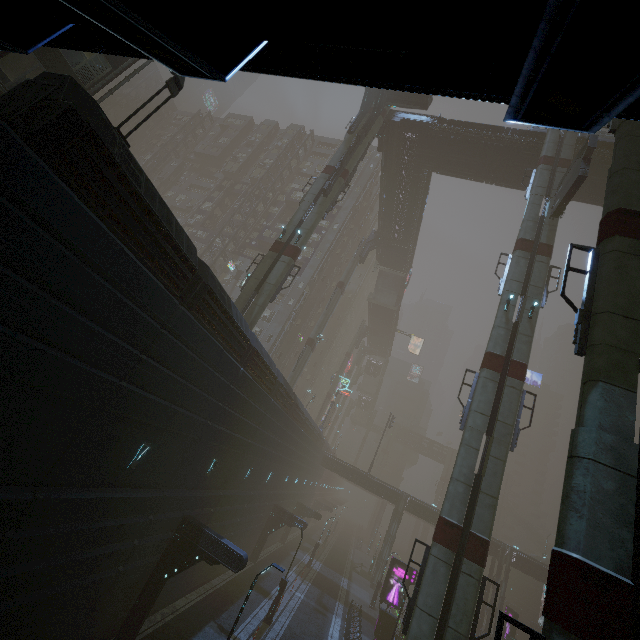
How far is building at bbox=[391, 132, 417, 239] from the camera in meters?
32.5

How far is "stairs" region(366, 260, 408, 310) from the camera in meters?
53.3

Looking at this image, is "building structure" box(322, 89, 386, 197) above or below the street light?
above

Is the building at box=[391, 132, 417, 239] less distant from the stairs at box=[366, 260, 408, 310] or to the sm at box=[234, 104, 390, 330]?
the sm at box=[234, 104, 390, 330]

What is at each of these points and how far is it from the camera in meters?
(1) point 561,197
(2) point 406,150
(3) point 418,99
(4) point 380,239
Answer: (1) sign, 20.6
(2) building, 33.2
(3) bridge, 28.8
(4) building structure, 45.6

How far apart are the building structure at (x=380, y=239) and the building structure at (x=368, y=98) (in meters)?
17.33

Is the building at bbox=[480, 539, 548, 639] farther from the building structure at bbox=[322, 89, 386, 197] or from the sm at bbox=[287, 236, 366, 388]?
the building structure at bbox=[322, 89, 386, 197]

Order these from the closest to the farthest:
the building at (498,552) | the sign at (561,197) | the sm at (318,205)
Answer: the sign at (561,197) < the sm at (318,205) < the building at (498,552)
